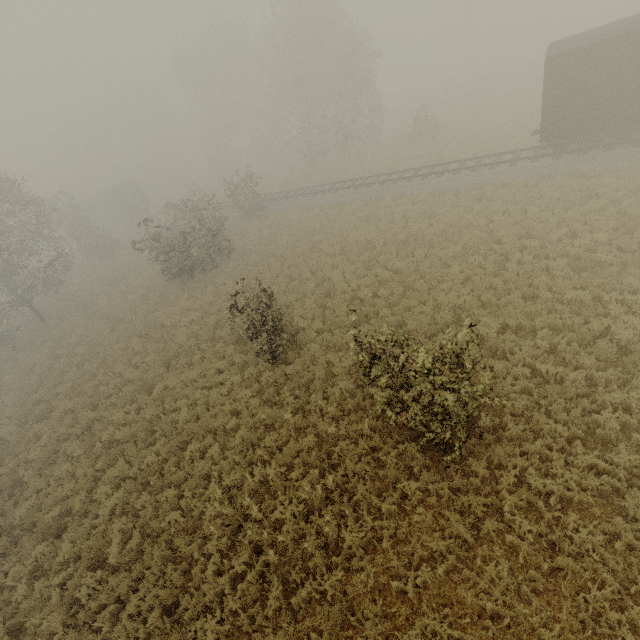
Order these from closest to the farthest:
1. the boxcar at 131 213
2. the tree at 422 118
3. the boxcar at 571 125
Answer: the boxcar at 571 125, the tree at 422 118, the boxcar at 131 213

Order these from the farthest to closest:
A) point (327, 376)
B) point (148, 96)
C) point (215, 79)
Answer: point (148, 96) < point (215, 79) < point (327, 376)

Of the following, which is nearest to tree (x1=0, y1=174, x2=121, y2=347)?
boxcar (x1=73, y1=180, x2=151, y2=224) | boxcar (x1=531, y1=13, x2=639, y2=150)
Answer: boxcar (x1=531, y1=13, x2=639, y2=150)

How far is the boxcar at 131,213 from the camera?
43.75m

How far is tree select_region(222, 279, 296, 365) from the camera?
11.5m

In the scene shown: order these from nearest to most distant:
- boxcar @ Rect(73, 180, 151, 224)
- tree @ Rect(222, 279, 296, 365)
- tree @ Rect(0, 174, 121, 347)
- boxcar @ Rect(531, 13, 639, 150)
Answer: tree @ Rect(222, 279, 296, 365) → boxcar @ Rect(531, 13, 639, 150) → tree @ Rect(0, 174, 121, 347) → boxcar @ Rect(73, 180, 151, 224)

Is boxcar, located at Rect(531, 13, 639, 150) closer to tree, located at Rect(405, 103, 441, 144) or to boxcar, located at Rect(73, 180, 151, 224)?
tree, located at Rect(405, 103, 441, 144)
